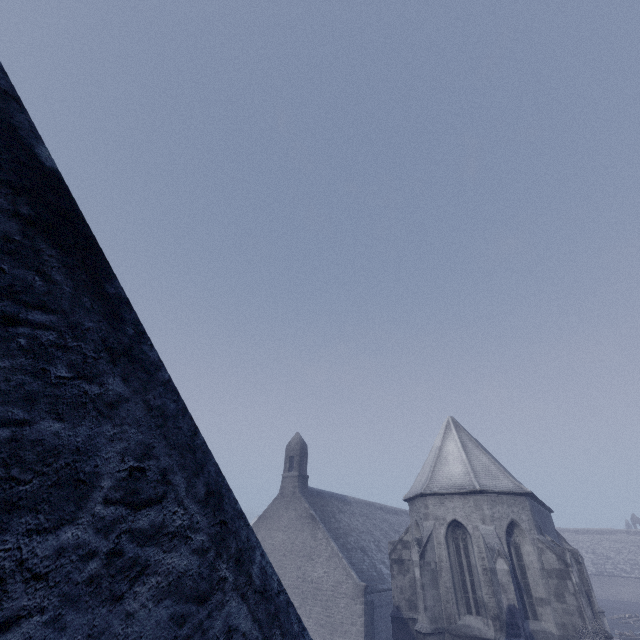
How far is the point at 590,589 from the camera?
15.2m
